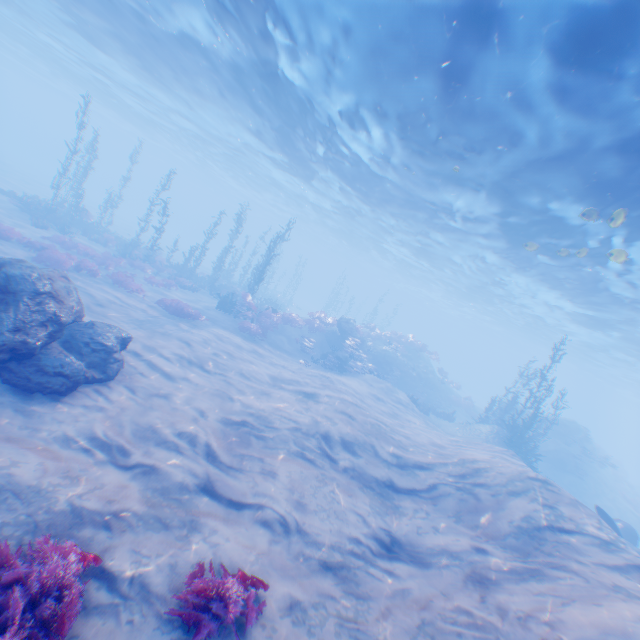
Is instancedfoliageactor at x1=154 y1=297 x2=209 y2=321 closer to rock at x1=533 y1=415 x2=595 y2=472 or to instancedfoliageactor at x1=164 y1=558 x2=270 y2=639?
rock at x1=533 y1=415 x2=595 y2=472

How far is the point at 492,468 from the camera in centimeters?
980cm

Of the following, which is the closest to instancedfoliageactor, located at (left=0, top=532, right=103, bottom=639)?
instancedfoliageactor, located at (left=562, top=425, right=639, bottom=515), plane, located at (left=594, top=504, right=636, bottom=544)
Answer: plane, located at (left=594, top=504, right=636, bottom=544)

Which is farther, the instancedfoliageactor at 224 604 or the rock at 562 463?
the rock at 562 463

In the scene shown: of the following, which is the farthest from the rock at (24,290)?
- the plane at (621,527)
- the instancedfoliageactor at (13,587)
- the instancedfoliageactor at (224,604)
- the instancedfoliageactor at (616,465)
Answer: the instancedfoliageactor at (224,604)

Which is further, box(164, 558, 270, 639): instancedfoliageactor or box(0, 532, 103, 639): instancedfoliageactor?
box(164, 558, 270, 639): instancedfoliageactor

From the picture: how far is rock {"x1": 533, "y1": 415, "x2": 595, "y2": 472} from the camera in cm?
2450

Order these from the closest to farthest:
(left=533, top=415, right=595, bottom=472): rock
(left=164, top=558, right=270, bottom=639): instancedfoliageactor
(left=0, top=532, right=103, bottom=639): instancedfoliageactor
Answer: (left=0, top=532, right=103, bottom=639): instancedfoliageactor < (left=164, top=558, right=270, bottom=639): instancedfoliageactor < (left=533, top=415, right=595, bottom=472): rock
